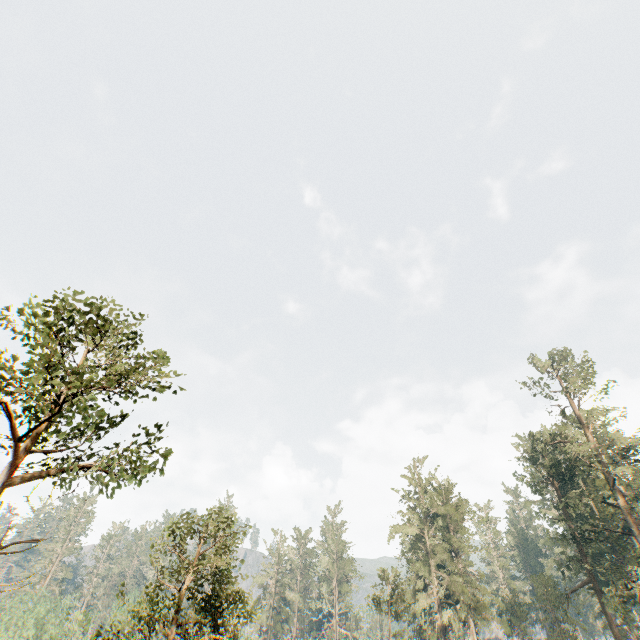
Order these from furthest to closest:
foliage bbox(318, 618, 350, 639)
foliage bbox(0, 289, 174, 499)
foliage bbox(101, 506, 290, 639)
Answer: foliage bbox(318, 618, 350, 639), foliage bbox(101, 506, 290, 639), foliage bbox(0, 289, 174, 499)

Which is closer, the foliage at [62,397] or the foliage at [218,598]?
the foliage at [62,397]

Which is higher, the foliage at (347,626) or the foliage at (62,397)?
the foliage at (62,397)

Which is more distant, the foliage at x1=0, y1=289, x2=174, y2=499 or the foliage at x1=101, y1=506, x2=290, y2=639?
the foliage at x1=101, y1=506, x2=290, y2=639

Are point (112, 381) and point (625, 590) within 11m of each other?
no
